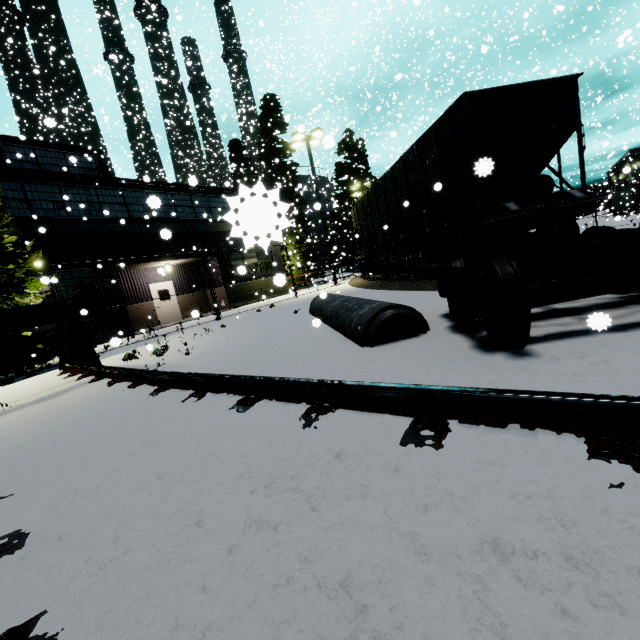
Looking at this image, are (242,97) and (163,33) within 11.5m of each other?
no

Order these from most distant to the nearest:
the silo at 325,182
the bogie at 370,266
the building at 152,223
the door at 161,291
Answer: the silo at 325,182, the door at 161,291, the bogie at 370,266, the building at 152,223

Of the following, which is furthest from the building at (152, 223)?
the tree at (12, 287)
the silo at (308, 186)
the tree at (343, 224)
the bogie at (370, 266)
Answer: the tree at (343, 224)

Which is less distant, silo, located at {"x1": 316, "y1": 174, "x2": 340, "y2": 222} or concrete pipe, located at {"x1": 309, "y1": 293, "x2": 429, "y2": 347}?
concrete pipe, located at {"x1": 309, "y1": 293, "x2": 429, "y2": 347}

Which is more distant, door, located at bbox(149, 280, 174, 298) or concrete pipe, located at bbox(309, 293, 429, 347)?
door, located at bbox(149, 280, 174, 298)

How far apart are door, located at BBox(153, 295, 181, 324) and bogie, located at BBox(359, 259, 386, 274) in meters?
11.9

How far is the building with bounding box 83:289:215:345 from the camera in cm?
1474
